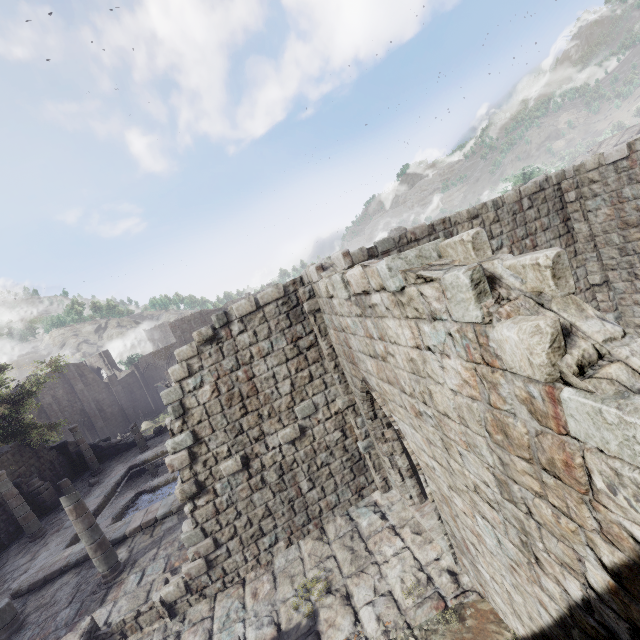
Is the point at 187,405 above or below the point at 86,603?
above
